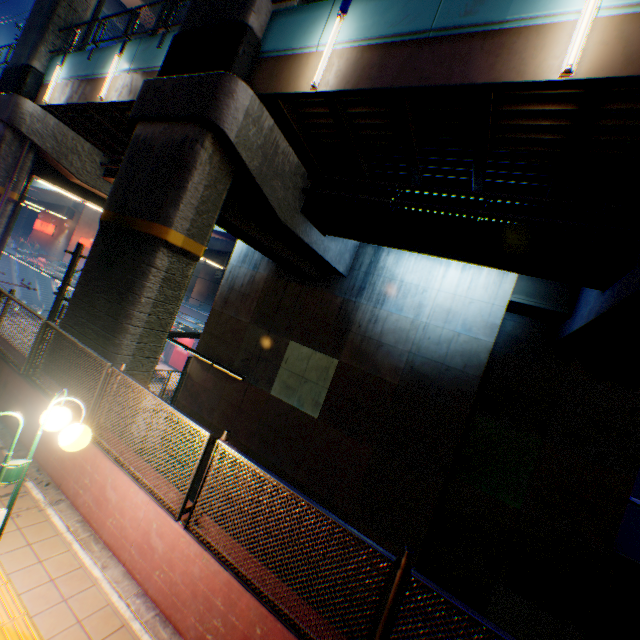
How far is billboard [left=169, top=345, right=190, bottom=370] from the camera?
36.3 meters

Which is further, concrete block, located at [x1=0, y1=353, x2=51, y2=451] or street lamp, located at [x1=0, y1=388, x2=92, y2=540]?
concrete block, located at [x1=0, y1=353, x2=51, y2=451]

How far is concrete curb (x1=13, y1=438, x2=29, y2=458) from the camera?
5.7 meters

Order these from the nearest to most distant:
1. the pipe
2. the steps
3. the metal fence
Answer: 1. the metal fence
2. the pipe
3. the steps

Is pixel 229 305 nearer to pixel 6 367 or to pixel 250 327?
pixel 250 327

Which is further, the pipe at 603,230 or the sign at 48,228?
the sign at 48,228

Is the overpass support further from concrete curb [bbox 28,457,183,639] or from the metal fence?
concrete curb [bbox 28,457,183,639]

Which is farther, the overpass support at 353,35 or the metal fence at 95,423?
the overpass support at 353,35
